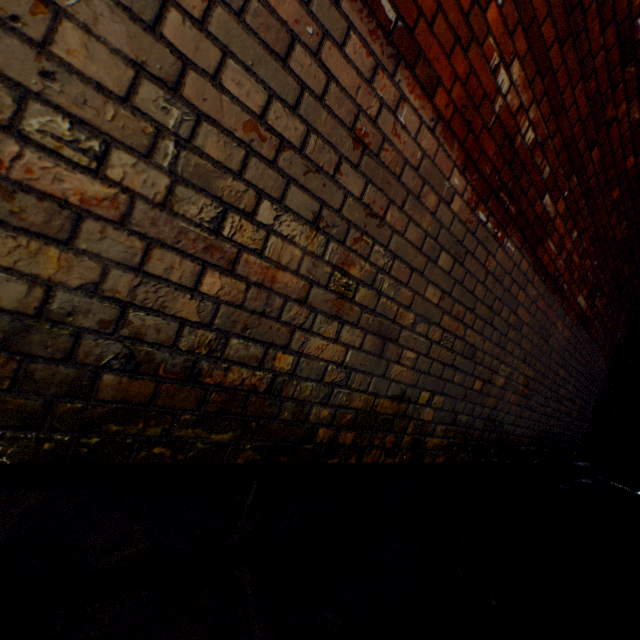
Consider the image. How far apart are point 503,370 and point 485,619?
1.59m
